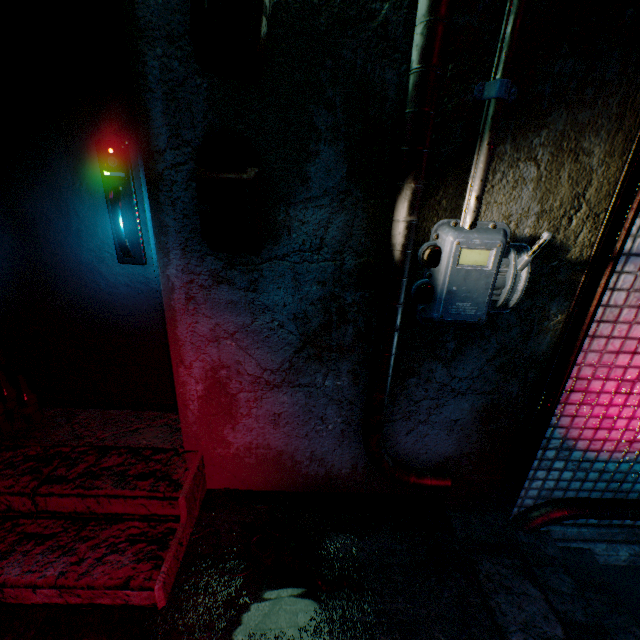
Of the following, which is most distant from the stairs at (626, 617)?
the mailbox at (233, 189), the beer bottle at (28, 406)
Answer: the beer bottle at (28, 406)

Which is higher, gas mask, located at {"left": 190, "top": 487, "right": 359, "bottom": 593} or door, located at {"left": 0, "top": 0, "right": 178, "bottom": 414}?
door, located at {"left": 0, "top": 0, "right": 178, "bottom": 414}

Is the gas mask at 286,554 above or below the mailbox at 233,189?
below

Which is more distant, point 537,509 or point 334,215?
point 537,509

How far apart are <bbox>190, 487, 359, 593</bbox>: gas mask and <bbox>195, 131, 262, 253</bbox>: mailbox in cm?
120

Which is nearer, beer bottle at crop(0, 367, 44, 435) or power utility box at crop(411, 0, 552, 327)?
power utility box at crop(411, 0, 552, 327)

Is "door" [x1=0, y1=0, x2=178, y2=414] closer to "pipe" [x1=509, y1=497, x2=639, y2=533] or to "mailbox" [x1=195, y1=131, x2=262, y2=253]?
"mailbox" [x1=195, y1=131, x2=262, y2=253]

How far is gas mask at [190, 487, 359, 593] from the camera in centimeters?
122cm
